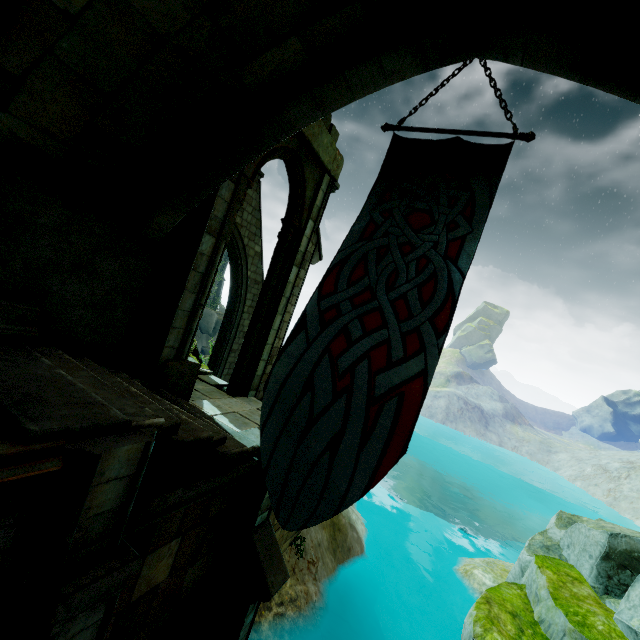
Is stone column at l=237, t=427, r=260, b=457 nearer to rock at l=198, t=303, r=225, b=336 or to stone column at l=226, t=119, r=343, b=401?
stone column at l=226, t=119, r=343, b=401

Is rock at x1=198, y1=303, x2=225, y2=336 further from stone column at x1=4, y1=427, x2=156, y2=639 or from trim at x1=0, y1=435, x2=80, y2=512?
trim at x1=0, y1=435, x2=80, y2=512

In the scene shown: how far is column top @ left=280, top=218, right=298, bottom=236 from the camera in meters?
9.0 m

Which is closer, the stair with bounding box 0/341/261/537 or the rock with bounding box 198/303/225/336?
the stair with bounding box 0/341/261/537

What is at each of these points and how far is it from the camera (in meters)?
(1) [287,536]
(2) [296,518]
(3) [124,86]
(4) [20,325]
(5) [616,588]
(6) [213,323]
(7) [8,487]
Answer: (1) stair, 9.59
(2) flag, 2.95
(3) bridge, 4.04
(4) column base, 4.26
(5) rock, 8.91
(6) rock, 34.44
(7) trim, 2.33

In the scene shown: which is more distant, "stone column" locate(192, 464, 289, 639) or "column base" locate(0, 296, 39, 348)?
"stone column" locate(192, 464, 289, 639)

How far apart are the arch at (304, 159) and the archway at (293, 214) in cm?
1

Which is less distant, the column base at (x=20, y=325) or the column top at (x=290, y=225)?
the column base at (x=20, y=325)
